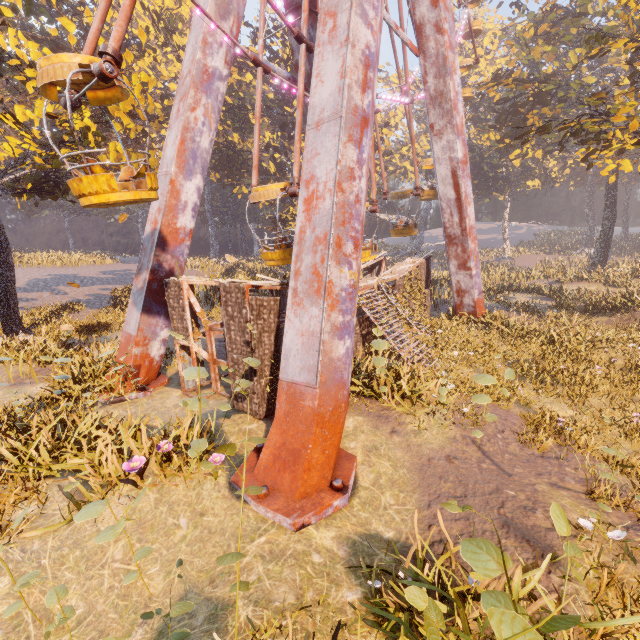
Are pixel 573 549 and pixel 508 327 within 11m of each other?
no

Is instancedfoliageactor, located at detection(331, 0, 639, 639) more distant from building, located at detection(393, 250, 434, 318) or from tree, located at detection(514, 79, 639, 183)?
building, located at detection(393, 250, 434, 318)

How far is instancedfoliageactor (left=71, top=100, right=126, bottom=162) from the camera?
12.14m

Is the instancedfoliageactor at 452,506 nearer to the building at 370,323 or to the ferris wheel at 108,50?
the building at 370,323

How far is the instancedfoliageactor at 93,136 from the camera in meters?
12.1 m

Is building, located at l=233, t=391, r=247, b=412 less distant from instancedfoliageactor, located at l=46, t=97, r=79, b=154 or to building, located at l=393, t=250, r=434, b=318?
instancedfoliageactor, located at l=46, t=97, r=79, b=154

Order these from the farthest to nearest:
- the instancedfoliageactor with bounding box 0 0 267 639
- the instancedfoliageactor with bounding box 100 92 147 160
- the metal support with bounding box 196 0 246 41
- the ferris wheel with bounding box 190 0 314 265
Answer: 1. the instancedfoliageactor with bounding box 100 92 147 160
2. the metal support with bounding box 196 0 246 41
3. the ferris wheel with bounding box 190 0 314 265
4. the instancedfoliageactor with bounding box 0 0 267 639
